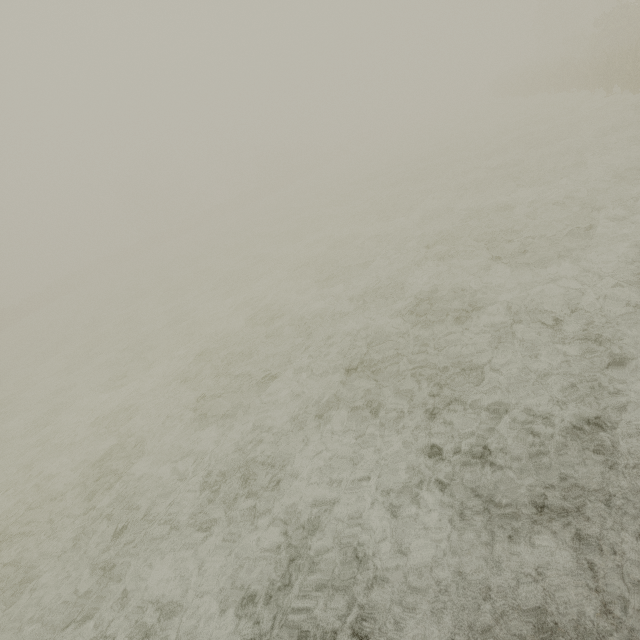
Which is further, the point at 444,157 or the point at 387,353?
the point at 444,157
